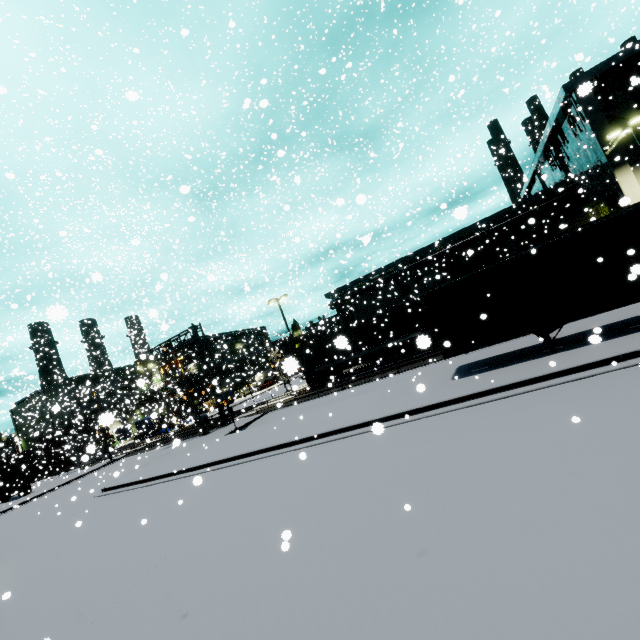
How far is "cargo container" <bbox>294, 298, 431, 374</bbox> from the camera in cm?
2447

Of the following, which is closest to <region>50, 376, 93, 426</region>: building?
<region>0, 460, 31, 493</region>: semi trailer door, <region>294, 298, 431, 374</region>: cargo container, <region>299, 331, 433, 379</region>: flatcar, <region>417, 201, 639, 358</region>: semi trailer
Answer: <region>417, 201, 639, 358</region>: semi trailer

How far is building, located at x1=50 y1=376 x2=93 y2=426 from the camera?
30.07m

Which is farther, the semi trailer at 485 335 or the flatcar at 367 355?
the flatcar at 367 355

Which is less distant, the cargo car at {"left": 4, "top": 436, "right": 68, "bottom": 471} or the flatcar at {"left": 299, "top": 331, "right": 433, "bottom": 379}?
the flatcar at {"left": 299, "top": 331, "right": 433, "bottom": 379}

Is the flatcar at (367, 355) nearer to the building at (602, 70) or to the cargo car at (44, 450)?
the building at (602, 70)

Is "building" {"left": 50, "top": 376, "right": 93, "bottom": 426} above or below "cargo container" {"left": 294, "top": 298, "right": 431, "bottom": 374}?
above

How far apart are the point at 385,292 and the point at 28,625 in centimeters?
4128cm
